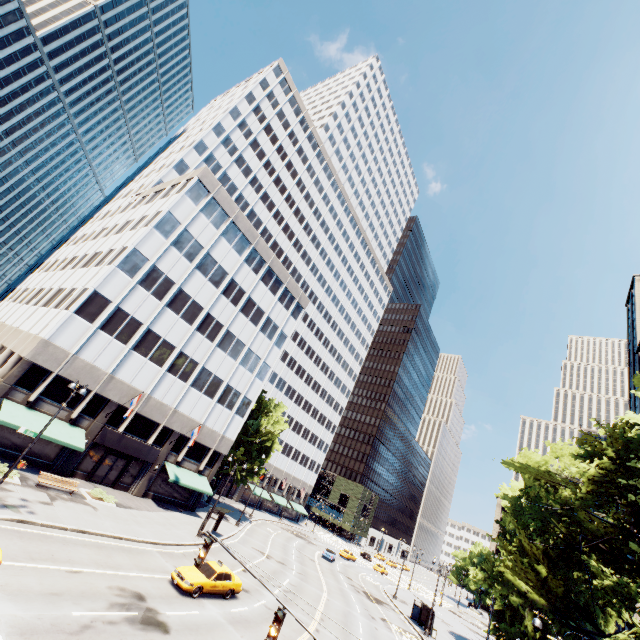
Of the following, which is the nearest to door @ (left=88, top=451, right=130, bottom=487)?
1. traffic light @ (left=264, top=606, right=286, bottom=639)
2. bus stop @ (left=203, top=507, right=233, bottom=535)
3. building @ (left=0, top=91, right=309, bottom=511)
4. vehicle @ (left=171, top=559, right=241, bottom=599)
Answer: building @ (left=0, top=91, right=309, bottom=511)

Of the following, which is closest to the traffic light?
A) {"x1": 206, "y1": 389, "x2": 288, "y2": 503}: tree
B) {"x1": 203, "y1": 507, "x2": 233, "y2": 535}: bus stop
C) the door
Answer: {"x1": 206, "y1": 389, "x2": 288, "y2": 503}: tree

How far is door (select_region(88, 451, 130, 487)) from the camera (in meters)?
30.79

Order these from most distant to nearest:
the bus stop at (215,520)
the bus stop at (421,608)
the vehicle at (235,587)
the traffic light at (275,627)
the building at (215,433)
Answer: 1. the bus stop at (421,608)
2. the bus stop at (215,520)
3. the building at (215,433)
4. the vehicle at (235,587)
5. the traffic light at (275,627)

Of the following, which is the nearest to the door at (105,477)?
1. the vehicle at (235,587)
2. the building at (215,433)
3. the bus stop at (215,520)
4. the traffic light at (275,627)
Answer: the building at (215,433)

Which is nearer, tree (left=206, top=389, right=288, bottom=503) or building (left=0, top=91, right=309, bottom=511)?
building (left=0, top=91, right=309, bottom=511)

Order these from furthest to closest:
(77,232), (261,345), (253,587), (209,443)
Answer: (77,232), (261,345), (209,443), (253,587)
